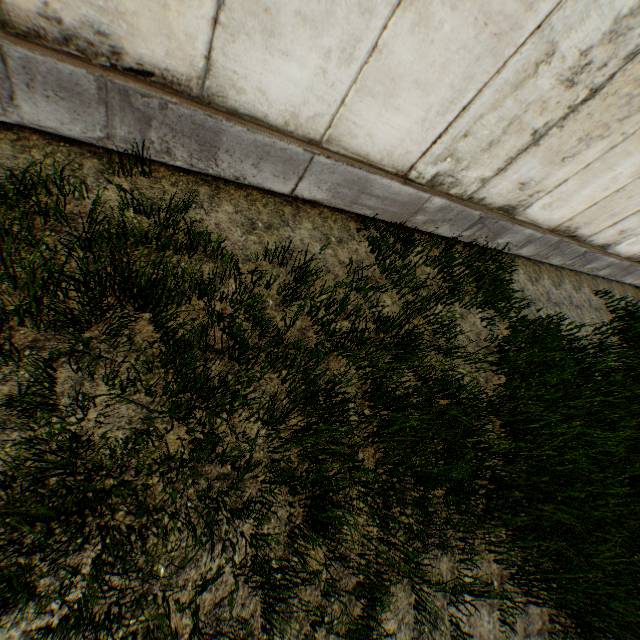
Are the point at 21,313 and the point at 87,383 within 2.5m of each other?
yes
